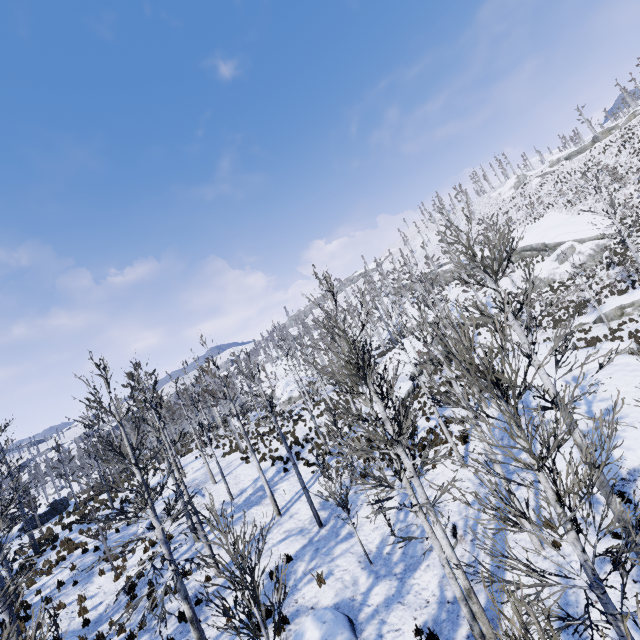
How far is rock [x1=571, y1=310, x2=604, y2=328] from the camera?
26.31m

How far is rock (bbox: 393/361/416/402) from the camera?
25.6m

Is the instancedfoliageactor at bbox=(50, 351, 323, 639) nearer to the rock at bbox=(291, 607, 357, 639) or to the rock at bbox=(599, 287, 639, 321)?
the rock at bbox=(291, 607, 357, 639)

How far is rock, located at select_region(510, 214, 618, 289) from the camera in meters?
34.7 m

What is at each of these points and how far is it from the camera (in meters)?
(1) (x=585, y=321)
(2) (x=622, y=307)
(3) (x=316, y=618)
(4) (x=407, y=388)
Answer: (1) rock, 27.38
(2) rock, 24.77
(3) rock, 8.88
(4) rock, 25.98

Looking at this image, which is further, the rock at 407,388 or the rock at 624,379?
the rock at 407,388

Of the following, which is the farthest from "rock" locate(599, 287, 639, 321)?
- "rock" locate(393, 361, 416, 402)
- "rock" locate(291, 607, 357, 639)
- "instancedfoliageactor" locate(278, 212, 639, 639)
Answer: "rock" locate(291, 607, 357, 639)

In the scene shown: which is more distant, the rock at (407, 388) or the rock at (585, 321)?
the rock at (585, 321)
